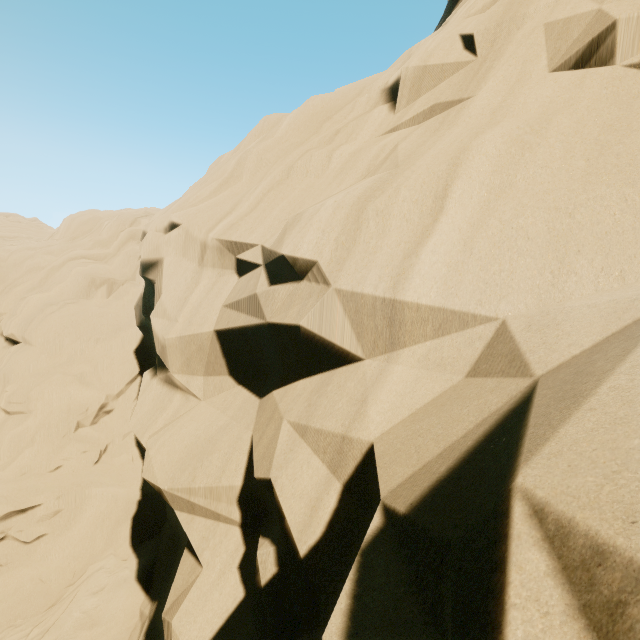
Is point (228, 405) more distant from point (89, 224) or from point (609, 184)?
point (89, 224)
